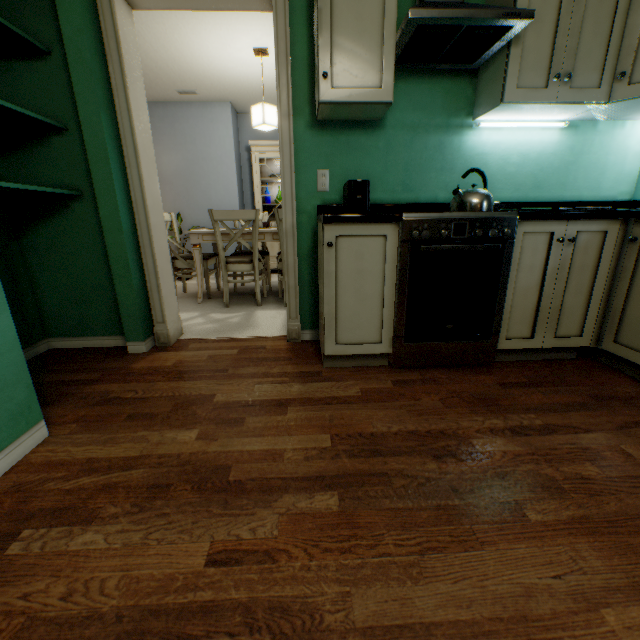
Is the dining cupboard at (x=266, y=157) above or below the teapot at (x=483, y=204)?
above

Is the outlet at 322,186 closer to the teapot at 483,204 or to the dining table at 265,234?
the teapot at 483,204

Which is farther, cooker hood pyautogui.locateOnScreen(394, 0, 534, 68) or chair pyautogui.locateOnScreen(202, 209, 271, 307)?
chair pyautogui.locateOnScreen(202, 209, 271, 307)

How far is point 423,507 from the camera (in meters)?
1.00

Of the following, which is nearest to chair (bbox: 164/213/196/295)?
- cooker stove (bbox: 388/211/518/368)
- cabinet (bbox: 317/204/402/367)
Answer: cabinet (bbox: 317/204/402/367)

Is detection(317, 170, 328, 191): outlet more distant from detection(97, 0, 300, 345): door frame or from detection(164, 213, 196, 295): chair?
detection(164, 213, 196, 295): chair

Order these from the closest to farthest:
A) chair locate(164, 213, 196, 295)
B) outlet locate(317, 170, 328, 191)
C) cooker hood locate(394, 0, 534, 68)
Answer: cooker hood locate(394, 0, 534, 68) → outlet locate(317, 170, 328, 191) → chair locate(164, 213, 196, 295)

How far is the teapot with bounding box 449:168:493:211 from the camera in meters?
1.7 m
